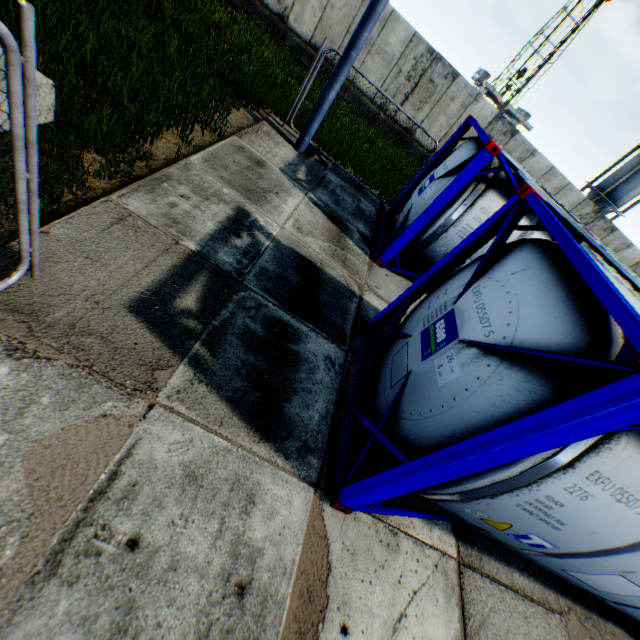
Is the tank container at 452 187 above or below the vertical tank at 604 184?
below

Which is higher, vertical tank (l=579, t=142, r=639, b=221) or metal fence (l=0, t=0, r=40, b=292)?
vertical tank (l=579, t=142, r=639, b=221)

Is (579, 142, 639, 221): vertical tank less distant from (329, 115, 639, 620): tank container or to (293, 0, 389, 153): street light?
(329, 115, 639, 620): tank container

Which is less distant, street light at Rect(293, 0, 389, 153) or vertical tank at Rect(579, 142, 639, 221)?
street light at Rect(293, 0, 389, 153)

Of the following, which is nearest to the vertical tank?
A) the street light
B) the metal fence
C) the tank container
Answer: the tank container

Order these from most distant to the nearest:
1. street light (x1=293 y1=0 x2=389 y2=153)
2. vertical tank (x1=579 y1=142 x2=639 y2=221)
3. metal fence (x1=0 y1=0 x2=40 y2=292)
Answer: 1. vertical tank (x1=579 y1=142 x2=639 y2=221)
2. street light (x1=293 y1=0 x2=389 y2=153)
3. metal fence (x1=0 y1=0 x2=40 y2=292)

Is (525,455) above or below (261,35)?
above

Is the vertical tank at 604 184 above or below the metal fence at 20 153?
above
